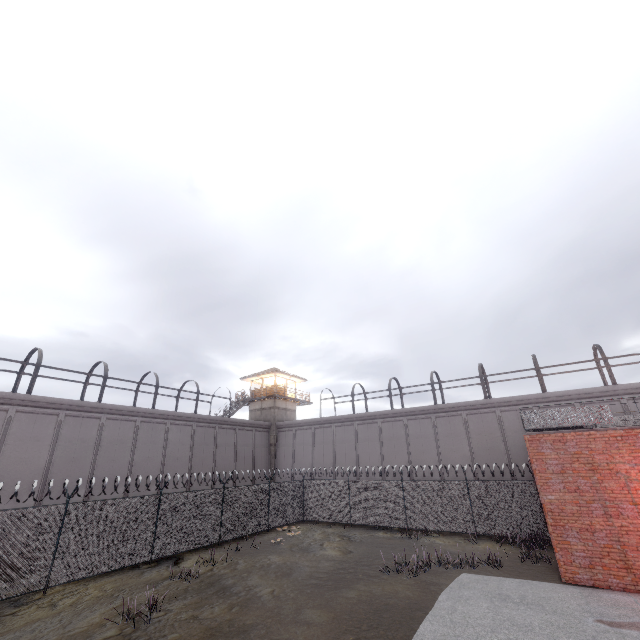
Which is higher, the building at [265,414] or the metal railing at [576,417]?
the building at [265,414]

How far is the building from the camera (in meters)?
35.06

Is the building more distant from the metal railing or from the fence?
the metal railing

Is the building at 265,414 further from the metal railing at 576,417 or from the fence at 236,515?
the metal railing at 576,417

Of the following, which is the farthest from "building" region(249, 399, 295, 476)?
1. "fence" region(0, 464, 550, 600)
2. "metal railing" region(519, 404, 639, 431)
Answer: "metal railing" region(519, 404, 639, 431)

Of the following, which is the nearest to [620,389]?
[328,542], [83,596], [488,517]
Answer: [488,517]

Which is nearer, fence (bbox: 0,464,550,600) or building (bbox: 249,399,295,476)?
fence (bbox: 0,464,550,600)
